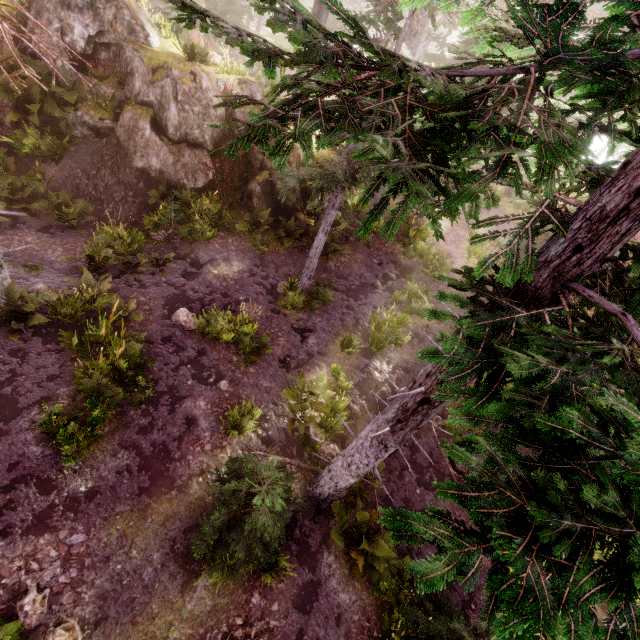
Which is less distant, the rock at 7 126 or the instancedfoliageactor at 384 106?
the instancedfoliageactor at 384 106

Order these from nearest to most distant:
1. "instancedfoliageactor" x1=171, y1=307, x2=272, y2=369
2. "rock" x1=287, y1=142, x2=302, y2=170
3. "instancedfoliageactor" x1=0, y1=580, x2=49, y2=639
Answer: "instancedfoliageactor" x1=0, y1=580, x2=49, y2=639 < "instancedfoliageactor" x1=171, y1=307, x2=272, y2=369 < "rock" x1=287, y1=142, x2=302, y2=170

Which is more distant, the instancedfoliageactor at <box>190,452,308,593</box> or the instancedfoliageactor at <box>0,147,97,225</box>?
the instancedfoliageactor at <box>0,147,97,225</box>

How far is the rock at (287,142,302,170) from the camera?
13.78m

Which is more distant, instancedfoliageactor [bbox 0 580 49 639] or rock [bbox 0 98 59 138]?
rock [bbox 0 98 59 138]

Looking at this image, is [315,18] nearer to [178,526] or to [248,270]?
[178,526]

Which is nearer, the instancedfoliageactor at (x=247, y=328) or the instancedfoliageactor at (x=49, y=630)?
the instancedfoliageactor at (x=49, y=630)
